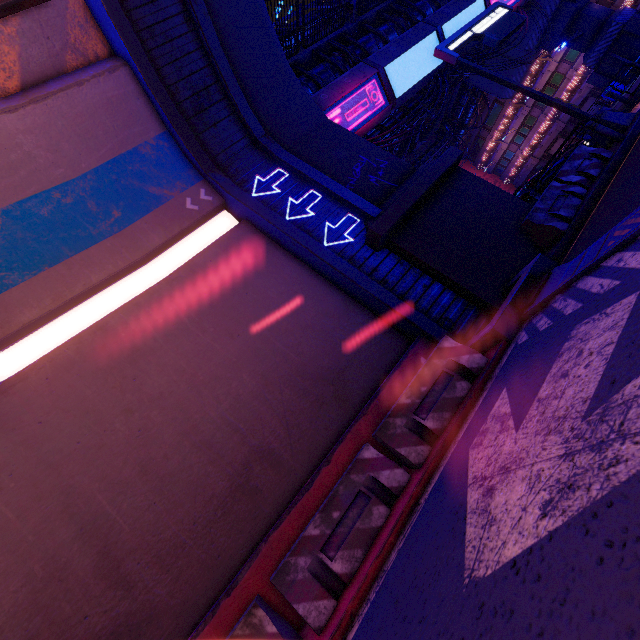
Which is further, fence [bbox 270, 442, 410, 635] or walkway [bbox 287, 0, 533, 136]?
walkway [bbox 287, 0, 533, 136]

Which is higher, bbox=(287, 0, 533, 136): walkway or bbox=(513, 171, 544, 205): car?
bbox=(287, 0, 533, 136): walkway

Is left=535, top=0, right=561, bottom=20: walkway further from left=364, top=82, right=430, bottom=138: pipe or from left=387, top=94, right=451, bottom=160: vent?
left=387, top=94, right=451, bottom=160: vent

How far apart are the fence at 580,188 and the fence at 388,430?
3.9 meters

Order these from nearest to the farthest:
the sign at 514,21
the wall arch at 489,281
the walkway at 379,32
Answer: the wall arch at 489,281 < the sign at 514,21 < the walkway at 379,32

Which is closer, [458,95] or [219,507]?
[219,507]

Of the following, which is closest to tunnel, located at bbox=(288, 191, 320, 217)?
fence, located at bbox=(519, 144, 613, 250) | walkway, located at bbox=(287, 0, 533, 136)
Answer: fence, located at bbox=(519, 144, 613, 250)

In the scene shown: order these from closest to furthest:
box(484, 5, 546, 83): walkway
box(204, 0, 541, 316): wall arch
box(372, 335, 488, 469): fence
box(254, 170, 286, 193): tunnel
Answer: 1. box(372, 335, 488, 469): fence
2. box(204, 0, 541, 316): wall arch
3. box(254, 170, 286, 193): tunnel
4. box(484, 5, 546, 83): walkway
